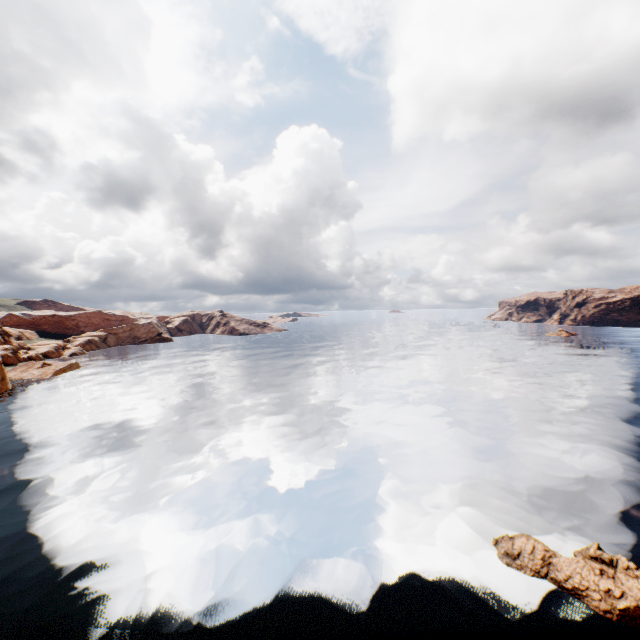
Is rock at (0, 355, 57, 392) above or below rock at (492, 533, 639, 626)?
above

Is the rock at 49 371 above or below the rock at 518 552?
above

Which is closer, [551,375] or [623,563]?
[623,563]

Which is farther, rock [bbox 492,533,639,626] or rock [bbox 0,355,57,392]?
rock [bbox 0,355,57,392]

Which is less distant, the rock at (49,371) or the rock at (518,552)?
the rock at (518,552)
